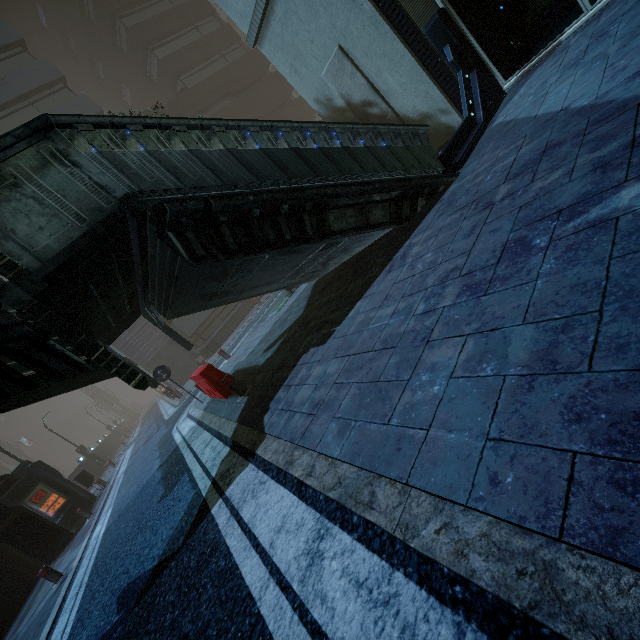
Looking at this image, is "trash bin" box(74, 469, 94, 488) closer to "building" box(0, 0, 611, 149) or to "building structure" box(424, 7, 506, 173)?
"building" box(0, 0, 611, 149)

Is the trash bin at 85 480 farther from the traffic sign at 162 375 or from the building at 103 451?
the traffic sign at 162 375

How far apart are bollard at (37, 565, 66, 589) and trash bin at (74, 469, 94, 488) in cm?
1021

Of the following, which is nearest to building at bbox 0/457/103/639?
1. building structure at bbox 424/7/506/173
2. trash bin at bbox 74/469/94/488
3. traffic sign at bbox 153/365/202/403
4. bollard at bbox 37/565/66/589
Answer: building structure at bbox 424/7/506/173

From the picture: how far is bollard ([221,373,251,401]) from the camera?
6.7m

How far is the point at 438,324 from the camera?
2.86m

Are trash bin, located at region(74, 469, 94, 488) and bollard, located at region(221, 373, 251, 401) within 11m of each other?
no

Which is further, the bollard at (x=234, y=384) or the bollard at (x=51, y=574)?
the bollard at (x=51, y=574)
